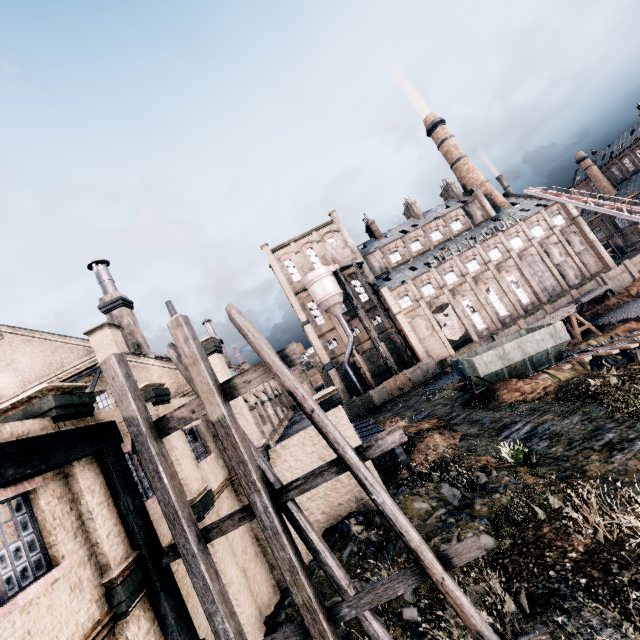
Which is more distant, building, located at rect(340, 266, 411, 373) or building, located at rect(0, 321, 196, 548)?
building, located at rect(340, 266, 411, 373)

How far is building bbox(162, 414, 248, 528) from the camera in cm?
1175

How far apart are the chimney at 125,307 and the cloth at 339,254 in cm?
3947

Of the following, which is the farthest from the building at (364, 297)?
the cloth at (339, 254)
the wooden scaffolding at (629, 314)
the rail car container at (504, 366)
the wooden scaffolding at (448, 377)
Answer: the rail car container at (504, 366)

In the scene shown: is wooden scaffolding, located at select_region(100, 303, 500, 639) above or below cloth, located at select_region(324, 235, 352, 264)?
below

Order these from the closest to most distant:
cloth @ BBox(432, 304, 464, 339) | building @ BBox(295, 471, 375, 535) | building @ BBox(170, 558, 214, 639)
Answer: building @ BBox(170, 558, 214, 639) → building @ BBox(295, 471, 375, 535) → cloth @ BBox(432, 304, 464, 339)

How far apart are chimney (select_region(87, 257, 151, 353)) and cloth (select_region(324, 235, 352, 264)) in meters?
39.5

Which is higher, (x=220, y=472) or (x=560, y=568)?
(x=220, y=472)
